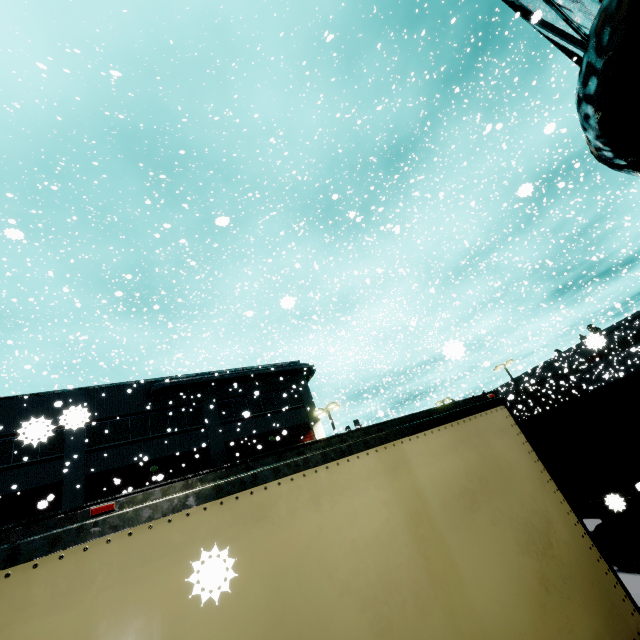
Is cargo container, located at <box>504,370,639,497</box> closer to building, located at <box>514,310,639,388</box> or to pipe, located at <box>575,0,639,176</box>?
building, located at <box>514,310,639,388</box>

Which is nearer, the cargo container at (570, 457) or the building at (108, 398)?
the cargo container at (570, 457)

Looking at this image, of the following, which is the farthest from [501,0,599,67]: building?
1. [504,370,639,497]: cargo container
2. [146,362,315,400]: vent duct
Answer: [504,370,639,497]: cargo container

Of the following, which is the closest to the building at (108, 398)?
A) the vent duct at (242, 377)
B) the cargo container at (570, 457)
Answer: the vent duct at (242, 377)

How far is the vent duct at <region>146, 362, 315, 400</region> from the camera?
22.3m

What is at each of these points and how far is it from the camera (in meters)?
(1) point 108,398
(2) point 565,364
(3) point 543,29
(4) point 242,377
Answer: (1) building, 21.52
(2) building, 37.41
(3) building, 11.12
(4) vent duct, 24.98

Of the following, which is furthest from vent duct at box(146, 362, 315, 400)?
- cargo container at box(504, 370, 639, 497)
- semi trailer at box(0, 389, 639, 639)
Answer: cargo container at box(504, 370, 639, 497)
